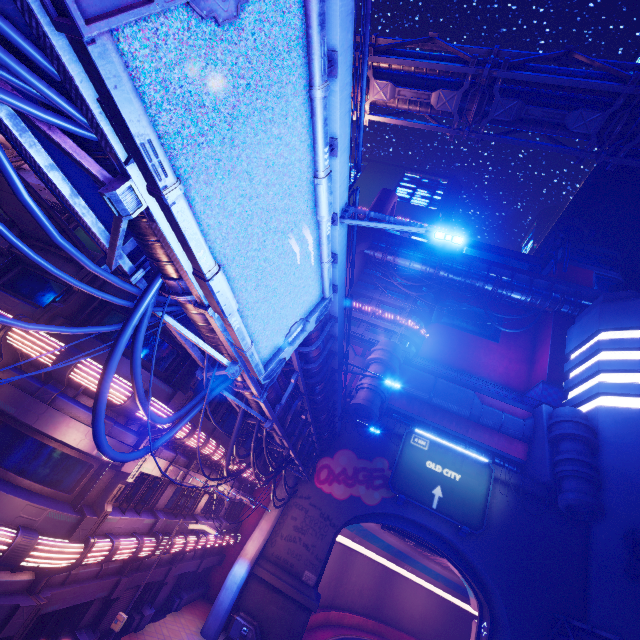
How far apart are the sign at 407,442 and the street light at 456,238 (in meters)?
23.69

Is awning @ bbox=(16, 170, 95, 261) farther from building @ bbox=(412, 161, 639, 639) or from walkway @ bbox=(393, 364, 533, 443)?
building @ bbox=(412, 161, 639, 639)

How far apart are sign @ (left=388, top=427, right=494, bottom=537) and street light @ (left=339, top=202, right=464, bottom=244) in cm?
2369

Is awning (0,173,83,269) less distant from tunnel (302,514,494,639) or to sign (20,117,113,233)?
sign (20,117,113,233)

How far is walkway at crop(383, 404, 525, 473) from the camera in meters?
29.9

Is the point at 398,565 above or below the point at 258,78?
below

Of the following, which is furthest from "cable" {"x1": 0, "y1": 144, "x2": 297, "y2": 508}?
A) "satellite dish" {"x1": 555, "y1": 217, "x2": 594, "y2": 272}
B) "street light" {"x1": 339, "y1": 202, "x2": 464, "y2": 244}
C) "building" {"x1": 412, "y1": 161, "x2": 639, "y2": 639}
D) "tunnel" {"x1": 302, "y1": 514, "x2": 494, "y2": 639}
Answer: "satellite dish" {"x1": 555, "y1": 217, "x2": 594, "y2": 272}

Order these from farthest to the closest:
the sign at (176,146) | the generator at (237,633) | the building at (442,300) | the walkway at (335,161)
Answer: the building at (442,300), the generator at (237,633), the walkway at (335,161), the sign at (176,146)
